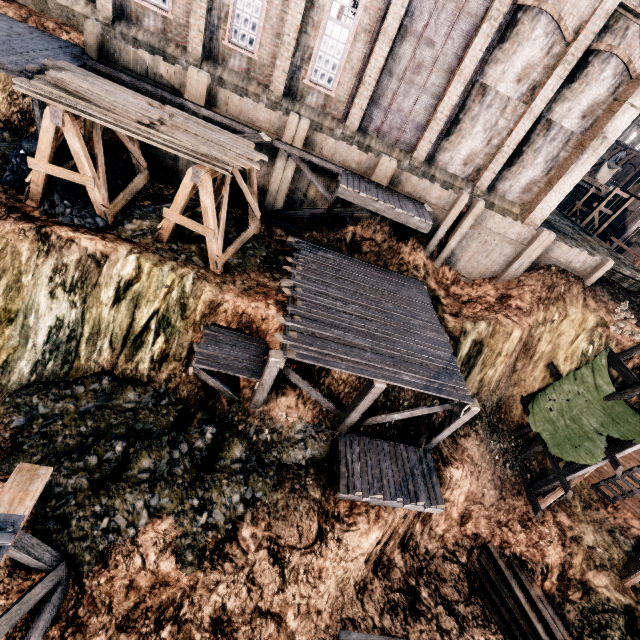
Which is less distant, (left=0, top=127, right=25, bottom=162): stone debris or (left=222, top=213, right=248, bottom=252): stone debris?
(left=0, top=127, right=25, bottom=162): stone debris

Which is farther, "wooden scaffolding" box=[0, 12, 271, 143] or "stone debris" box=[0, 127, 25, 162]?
"stone debris" box=[0, 127, 25, 162]

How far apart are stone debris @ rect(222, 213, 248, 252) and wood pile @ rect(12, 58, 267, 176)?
3.5m

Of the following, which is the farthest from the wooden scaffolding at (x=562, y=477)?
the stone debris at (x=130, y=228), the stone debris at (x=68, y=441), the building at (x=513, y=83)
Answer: the stone debris at (x=130, y=228)

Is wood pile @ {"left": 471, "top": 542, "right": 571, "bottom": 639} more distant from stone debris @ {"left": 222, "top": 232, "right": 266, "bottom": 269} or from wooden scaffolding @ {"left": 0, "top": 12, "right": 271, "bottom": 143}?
stone debris @ {"left": 222, "top": 232, "right": 266, "bottom": 269}

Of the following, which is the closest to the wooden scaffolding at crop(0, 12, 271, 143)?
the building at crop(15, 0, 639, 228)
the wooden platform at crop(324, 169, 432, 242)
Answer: the wooden platform at crop(324, 169, 432, 242)

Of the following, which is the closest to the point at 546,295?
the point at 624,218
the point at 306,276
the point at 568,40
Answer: the point at 568,40

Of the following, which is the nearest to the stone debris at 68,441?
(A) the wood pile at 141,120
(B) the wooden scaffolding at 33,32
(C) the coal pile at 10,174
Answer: (C) the coal pile at 10,174
